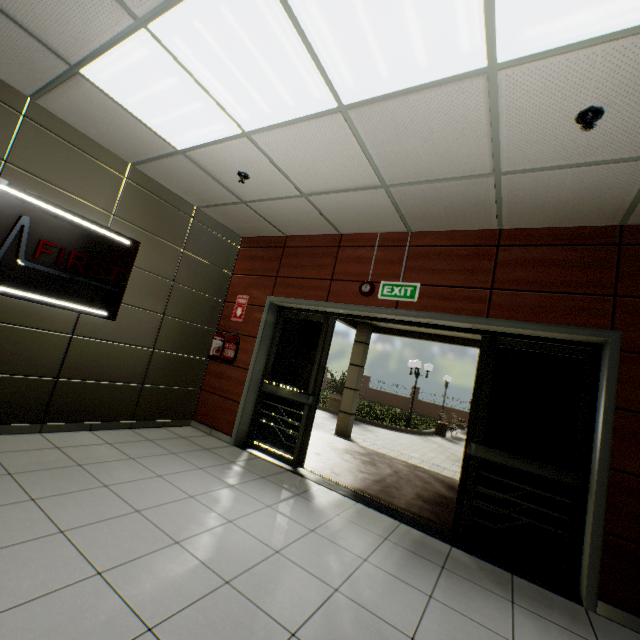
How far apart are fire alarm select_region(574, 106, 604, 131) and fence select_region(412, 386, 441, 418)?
25.98m

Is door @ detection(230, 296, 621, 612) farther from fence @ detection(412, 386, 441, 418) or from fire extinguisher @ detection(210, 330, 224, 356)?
fence @ detection(412, 386, 441, 418)

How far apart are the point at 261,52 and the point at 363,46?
0.68m

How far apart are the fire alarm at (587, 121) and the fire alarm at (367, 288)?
2.4m

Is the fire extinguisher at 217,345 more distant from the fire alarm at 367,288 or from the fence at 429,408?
the fence at 429,408

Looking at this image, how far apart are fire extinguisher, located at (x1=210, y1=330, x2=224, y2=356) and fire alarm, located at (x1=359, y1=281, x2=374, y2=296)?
2.36m

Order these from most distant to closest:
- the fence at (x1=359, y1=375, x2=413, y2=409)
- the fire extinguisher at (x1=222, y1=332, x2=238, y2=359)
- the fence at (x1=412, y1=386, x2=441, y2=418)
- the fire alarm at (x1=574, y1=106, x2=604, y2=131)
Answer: the fence at (x1=359, y1=375, x2=413, y2=409) < the fence at (x1=412, y1=386, x2=441, y2=418) < the fire extinguisher at (x1=222, y1=332, x2=238, y2=359) < the fire alarm at (x1=574, y1=106, x2=604, y2=131)

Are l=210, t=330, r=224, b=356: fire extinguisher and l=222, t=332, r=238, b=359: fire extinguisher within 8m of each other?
yes
